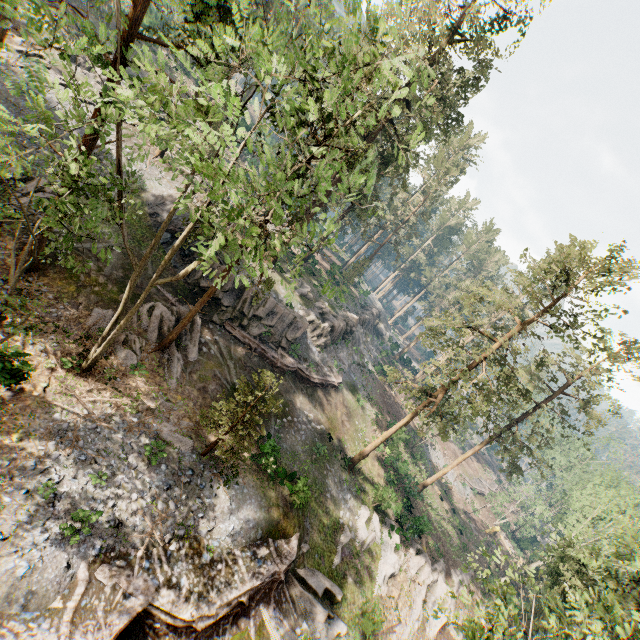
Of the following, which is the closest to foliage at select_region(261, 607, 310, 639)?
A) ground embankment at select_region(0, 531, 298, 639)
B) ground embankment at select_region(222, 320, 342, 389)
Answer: ground embankment at select_region(0, 531, 298, 639)

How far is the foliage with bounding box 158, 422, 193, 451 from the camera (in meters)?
16.48

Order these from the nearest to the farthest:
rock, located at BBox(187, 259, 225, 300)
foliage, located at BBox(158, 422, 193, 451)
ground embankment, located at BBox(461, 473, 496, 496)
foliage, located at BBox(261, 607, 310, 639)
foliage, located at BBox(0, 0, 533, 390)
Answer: foliage, located at BBox(0, 0, 533, 390)
foliage, located at BBox(261, 607, 310, 639)
foliage, located at BBox(158, 422, 193, 451)
rock, located at BBox(187, 259, 225, 300)
ground embankment, located at BBox(461, 473, 496, 496)

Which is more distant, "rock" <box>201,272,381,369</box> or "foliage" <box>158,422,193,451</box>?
"rock" <box>201,272,381,369</box>

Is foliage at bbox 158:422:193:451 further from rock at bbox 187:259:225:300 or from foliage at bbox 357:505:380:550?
rock at bbox 187:259:225:300

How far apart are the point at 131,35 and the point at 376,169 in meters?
11.4 m

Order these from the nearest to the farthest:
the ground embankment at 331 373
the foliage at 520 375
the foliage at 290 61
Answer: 1. the foliage at 290 61
2. the foliage at 520 375
3. the ground embankment at 331 373

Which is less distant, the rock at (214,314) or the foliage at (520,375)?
the foliage at (520,375)
